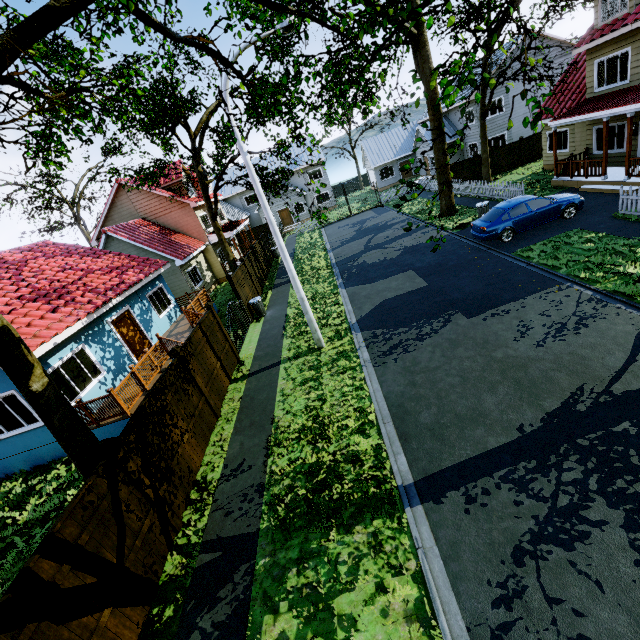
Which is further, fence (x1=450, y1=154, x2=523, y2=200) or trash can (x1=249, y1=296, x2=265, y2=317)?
fence (x1=450, y1=154, x2=523, y2=200)

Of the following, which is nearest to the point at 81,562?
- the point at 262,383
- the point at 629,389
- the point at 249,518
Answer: the point at 249,518

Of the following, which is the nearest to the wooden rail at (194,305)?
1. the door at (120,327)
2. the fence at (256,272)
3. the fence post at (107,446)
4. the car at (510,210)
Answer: the door at (120,327)

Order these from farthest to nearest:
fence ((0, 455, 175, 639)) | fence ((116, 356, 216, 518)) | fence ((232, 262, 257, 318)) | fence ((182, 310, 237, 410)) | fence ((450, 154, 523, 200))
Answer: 1. fence ((450, 154, 523, 200))
2. fence ((232, 262, 257, 318))
3. fence ((182, 310, 237, 410))
4. fence ((116, 356, 216, 518))
5. fence ((0, 455, 175, 639))

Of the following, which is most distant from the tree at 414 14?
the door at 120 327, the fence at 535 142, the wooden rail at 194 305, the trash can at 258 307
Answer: the door at 120 327

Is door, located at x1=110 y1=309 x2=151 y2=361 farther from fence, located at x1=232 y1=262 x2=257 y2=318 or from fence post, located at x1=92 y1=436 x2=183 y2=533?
fence post, located at x1=92 y1=436 x2=183 y2=533

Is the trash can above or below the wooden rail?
below

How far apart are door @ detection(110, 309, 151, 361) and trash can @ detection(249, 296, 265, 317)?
5.0 meters
